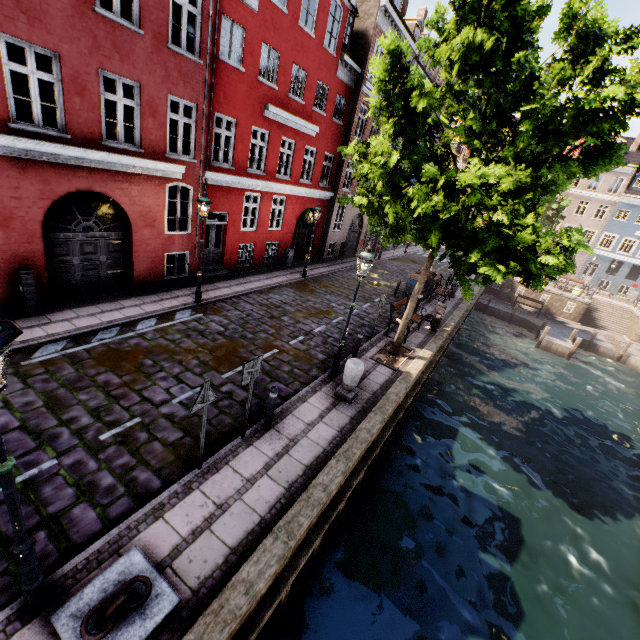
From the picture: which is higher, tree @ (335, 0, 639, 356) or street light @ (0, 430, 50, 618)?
tree @ (335, 0, 639, 356)

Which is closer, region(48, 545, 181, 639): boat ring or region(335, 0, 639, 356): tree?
region(48, 545, 181, 639): boat ring

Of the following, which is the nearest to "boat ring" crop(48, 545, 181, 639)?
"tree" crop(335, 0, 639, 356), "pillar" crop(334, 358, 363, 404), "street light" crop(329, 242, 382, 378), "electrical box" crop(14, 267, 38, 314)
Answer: "street light" crop(329, 242, 382, 378)

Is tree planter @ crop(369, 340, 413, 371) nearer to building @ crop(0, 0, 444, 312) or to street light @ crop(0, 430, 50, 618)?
street light @ crop(0, 430, 50, 618)

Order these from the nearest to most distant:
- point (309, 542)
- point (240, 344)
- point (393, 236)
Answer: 1. point (309, 542)
2. point (240, 344)
3. point (393, 236)

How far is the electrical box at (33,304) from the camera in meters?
8.5

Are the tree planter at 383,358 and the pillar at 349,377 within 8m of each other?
yes
